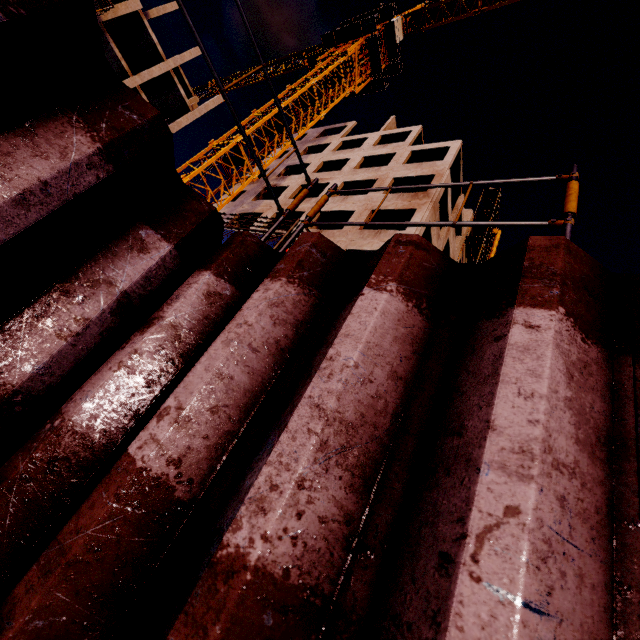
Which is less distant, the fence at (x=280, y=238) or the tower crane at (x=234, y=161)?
the fence at (x=280, y=238)

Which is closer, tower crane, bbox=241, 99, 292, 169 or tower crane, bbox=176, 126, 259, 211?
tower crane, bbox=176, 126, 259, 211

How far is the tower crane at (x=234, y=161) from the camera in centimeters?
1858cm

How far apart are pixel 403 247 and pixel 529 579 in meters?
1.1 m

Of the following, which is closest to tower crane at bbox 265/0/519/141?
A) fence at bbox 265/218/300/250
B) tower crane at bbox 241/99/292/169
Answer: tower crane at bbox 241/99/292/169

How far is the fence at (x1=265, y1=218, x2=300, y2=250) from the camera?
5.2 meters

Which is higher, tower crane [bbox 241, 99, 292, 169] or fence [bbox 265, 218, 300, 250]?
tower crane [bbox 241, 99, 292, 169]
